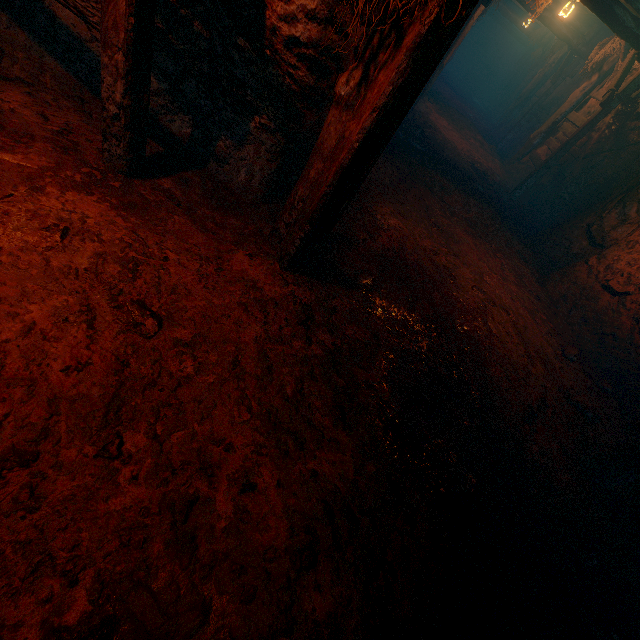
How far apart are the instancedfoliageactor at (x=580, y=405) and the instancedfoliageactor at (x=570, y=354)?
0.6 meters

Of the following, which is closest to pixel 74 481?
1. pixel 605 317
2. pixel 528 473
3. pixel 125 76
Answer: pixel 125 76

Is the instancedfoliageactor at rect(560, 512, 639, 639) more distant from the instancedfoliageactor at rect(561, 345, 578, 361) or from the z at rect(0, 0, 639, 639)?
the instancedfoliageactor at rect(561, 345, 578, 361)

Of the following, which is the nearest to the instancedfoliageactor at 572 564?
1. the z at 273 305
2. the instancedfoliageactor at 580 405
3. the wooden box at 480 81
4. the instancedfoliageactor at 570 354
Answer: the z at 273 305

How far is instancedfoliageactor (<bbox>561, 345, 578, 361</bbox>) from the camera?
4.83m

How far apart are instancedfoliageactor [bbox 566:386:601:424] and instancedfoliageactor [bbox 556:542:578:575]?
1.7m

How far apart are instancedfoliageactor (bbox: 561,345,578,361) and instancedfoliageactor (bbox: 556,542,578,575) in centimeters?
264cm

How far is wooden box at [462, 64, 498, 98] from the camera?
24.2m
